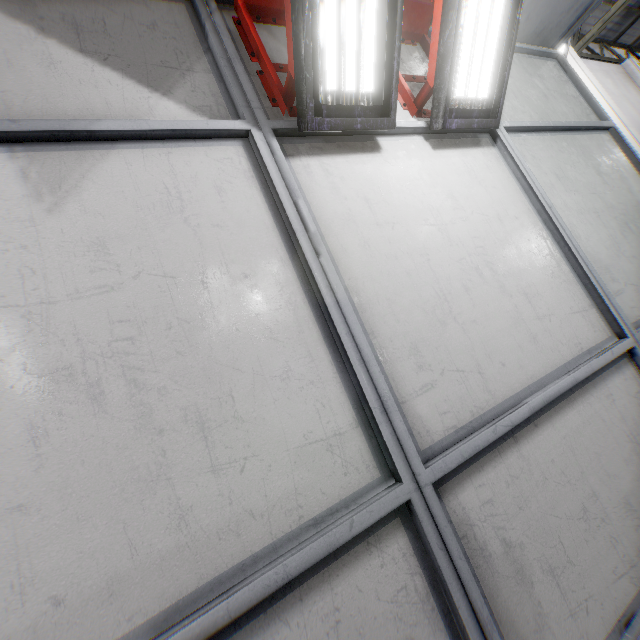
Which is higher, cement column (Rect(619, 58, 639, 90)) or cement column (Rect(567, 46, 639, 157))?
cement column (Rect(619, 58, 639, 90))

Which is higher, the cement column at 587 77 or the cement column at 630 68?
the cement column at 630 68

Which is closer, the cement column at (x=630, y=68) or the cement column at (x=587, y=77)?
the cement column at (x=587, y=77)

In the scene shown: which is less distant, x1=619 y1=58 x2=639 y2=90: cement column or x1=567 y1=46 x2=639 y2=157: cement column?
x1=567 y1=46 x2=639 y2=157: cement column

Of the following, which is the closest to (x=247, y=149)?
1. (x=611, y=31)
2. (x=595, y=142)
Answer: (x=595, y=142)
